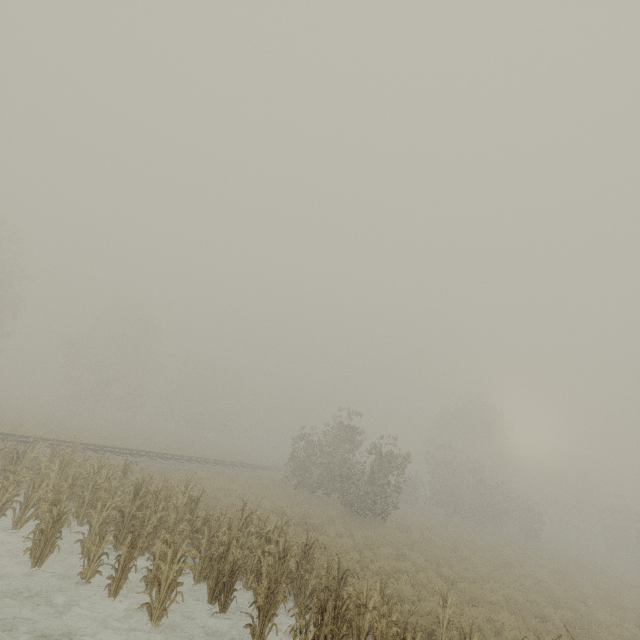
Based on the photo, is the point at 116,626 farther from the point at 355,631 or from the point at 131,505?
the point at 355,631
